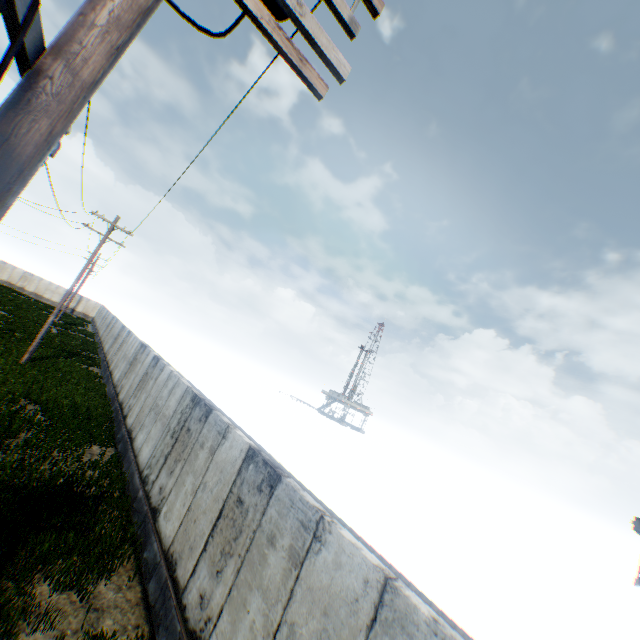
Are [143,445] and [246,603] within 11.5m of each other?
yes

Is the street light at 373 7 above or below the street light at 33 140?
above

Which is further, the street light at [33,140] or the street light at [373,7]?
the street light at [373,7]

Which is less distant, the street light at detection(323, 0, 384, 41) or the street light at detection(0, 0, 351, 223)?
the street light at detection(0, 0, 351, 223)

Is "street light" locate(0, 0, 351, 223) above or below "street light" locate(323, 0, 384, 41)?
below
